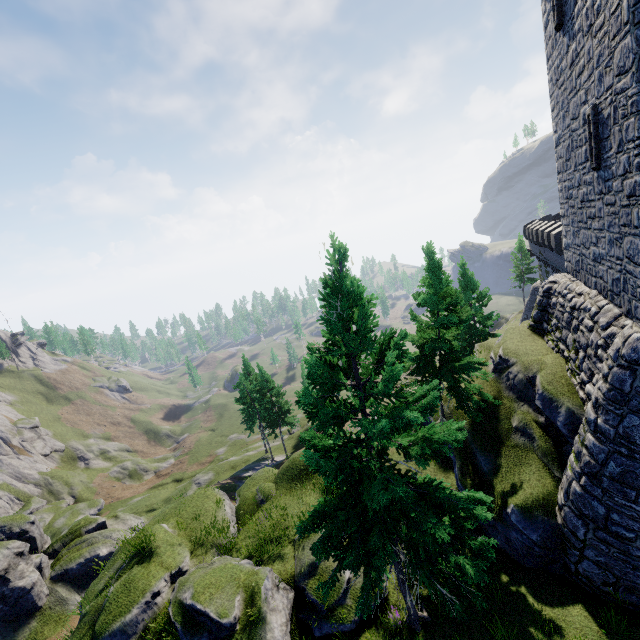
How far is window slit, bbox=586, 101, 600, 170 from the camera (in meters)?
10.28

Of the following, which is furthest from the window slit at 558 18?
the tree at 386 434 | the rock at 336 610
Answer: the rock at 336 610

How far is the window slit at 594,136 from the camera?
10.28m

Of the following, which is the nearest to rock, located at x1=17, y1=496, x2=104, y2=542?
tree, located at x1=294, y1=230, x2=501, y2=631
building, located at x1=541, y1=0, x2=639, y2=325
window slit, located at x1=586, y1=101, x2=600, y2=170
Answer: tree, located at x1=294, y1=230, x2=501, y2=631

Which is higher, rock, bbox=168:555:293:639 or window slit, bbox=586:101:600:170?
window slit, bbox=586:101:600:170

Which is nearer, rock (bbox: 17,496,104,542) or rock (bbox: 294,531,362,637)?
rock (bbox: 294,531,362,637)

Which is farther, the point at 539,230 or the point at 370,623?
the point at 539,230

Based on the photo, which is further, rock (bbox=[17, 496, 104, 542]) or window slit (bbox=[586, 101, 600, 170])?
rock (bbox=[17, 496, 104, 542])
